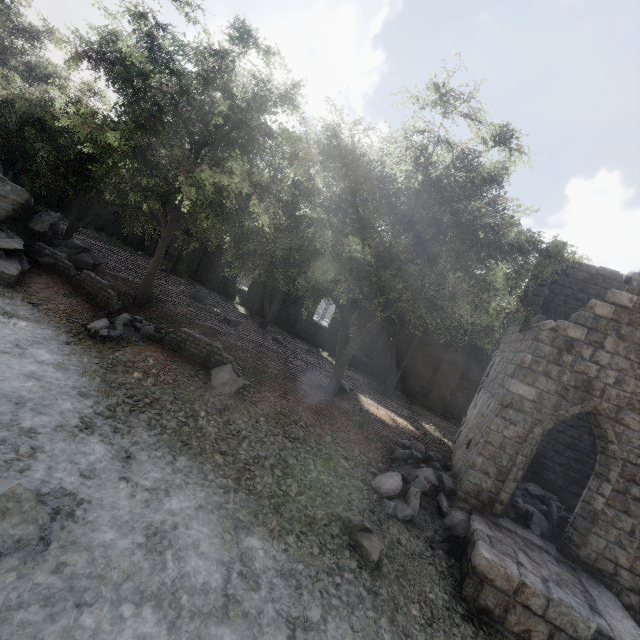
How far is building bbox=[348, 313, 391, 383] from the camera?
24.2m

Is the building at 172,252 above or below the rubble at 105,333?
above

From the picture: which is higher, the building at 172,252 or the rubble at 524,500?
the building at 172,252

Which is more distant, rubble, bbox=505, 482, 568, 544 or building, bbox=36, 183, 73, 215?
building, bbox=36, 183, 73, 215

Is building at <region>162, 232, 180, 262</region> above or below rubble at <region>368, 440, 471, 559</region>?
above

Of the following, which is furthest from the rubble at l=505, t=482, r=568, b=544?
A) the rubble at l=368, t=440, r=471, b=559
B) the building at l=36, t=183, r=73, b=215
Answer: the rubble at l=368, t=440, r=471, b=559

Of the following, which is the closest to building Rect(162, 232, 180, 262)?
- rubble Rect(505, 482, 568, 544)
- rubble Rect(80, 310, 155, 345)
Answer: rubble Rect(505, 482, 568, 544)

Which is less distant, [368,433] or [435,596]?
[435,596]
